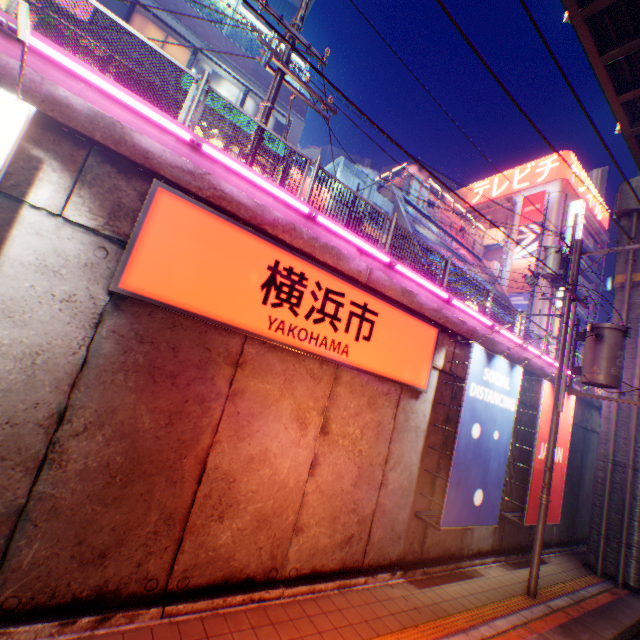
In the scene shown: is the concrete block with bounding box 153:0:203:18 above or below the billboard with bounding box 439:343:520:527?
above

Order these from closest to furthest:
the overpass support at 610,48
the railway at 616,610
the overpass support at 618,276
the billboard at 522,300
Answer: the railway at 616,610, the overpass support at 610,48, the overpass support at 618,276, the billboard at 522,300

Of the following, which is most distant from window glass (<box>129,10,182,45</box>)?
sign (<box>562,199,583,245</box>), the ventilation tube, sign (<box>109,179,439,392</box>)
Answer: sign (<box>562,199,583,245</box>)

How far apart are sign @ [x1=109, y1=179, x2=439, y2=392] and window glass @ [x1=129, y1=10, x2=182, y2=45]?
15.2m

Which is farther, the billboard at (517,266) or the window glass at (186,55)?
the billboard at (517,266)

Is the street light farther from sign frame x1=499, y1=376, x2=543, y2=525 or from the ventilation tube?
the ventilation tube

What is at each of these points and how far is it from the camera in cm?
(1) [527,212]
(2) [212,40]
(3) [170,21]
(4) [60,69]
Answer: (1) billboard, 4016
(2) concrete block, 1571
(3) building, 1469
(4) concrete block, 425

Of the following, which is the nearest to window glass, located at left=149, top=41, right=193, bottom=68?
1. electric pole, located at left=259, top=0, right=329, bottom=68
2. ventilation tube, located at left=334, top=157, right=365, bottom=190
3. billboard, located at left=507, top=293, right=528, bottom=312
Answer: ventilation tube, located at left=334, top=157, right=365, bottom=190
